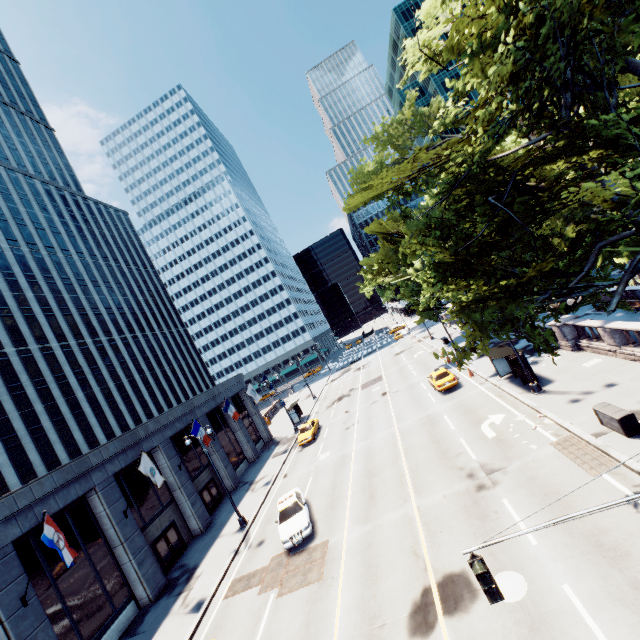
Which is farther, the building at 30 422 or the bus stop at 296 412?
the bus stop at 296 412

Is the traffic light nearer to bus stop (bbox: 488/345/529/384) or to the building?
bus stop (bbox: 488/345/529/384)

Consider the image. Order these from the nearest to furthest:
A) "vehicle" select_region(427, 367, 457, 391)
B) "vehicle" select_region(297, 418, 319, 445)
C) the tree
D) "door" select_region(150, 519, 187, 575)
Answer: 1. the tree
2. "door" select_region(150, 519, 187, 575)
3. "vehicle" select_region(427, 367, 457, 391)
4. "vehicle" select_region(297, 418, 319, 445)

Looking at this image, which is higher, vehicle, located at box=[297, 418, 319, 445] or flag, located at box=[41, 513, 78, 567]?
flag, located at box=[41, 513, 78, 567]

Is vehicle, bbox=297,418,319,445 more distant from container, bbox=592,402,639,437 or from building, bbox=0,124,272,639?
container, bbox=592,402,639,437

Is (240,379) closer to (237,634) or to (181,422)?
(181,422)

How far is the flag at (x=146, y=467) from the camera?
19.7 meters

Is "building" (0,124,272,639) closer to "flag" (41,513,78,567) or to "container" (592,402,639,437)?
"flag" (41,513,78,567)
